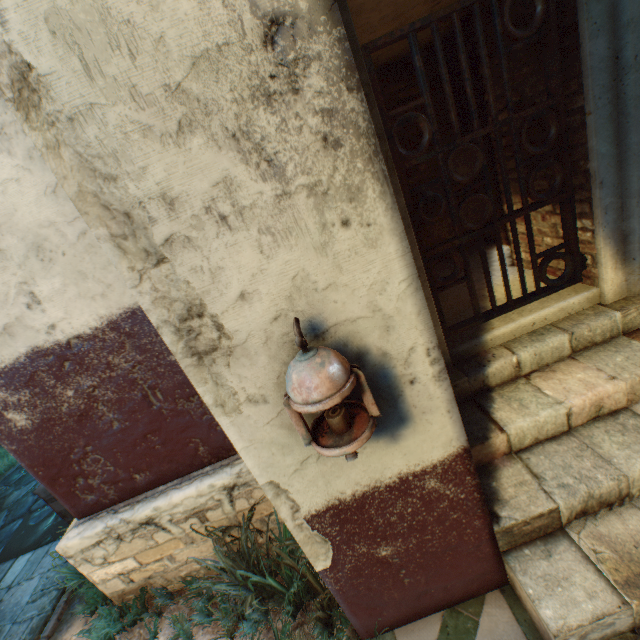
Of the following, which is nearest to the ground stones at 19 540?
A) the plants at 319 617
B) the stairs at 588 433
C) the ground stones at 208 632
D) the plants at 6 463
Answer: the plants at 6 463

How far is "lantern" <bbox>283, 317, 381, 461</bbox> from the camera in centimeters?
105cm

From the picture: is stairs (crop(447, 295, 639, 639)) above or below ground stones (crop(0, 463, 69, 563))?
above

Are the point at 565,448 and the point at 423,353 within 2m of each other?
yes

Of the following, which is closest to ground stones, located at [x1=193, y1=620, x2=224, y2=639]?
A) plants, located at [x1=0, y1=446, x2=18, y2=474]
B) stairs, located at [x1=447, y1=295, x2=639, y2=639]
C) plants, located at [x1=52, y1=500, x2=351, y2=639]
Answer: plants, located at [x1=52, y1=500, x2=351, y2=639]

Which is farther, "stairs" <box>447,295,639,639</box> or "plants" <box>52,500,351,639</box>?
"plants" <box>52,500,351,639</box>

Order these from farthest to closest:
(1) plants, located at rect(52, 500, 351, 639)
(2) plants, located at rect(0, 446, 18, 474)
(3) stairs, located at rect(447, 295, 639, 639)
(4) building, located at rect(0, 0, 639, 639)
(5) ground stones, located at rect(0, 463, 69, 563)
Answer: (2) plants, located at rect(0, 446, 18, 474) < (5) ground stones, located at rect(0, 463, 69, 563) < (1) plants, located at rect(52, 500, 351, 639) < (3) stairs, located at rect(447, 295, 639, 639) < (4) building, located at rect(0, 0, 639, 639)

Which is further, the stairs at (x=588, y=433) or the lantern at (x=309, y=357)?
the stairs at (x=588, y=433)
